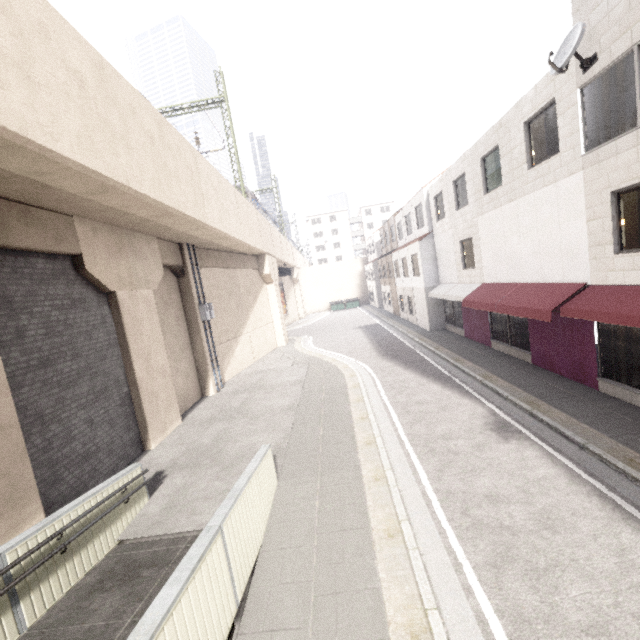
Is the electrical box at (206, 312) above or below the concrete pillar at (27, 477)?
above

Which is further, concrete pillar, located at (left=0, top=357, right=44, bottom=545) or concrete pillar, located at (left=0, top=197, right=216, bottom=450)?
concrete pillar, located at (left=0, top=197, right=216, bottom=450)

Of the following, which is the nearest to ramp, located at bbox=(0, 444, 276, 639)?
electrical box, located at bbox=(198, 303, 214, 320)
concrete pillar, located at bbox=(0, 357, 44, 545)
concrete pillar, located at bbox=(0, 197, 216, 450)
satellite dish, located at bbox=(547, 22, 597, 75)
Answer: concrete pillar, located at bbox=(0, 357, 44, 545)

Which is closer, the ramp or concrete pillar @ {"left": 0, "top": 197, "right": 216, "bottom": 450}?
the ramp

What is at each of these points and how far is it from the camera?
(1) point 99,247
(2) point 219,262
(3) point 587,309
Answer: (1) concrete pillar, 9.08m
(2) concrete pillar, 17.75m
(3) awning, 7.86m

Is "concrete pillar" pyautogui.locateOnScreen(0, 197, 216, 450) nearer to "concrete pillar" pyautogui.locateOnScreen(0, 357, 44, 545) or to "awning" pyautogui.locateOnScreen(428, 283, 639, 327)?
"concrete pillar" pyautogui.locateOnScreen(0, 357, 44, 545)

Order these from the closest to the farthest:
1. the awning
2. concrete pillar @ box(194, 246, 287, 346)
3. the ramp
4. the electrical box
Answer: the ramp, the awning, the electrical box, concrete pillar @ box(194, 246, 287, 346)

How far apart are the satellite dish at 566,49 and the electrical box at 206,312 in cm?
1389
